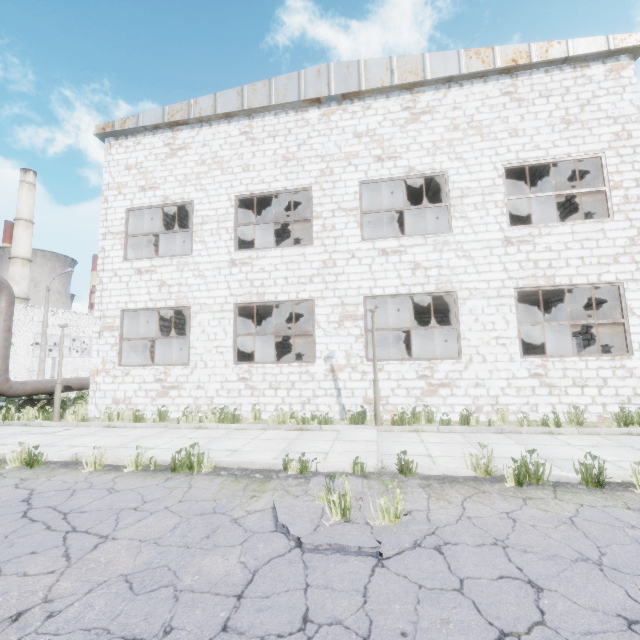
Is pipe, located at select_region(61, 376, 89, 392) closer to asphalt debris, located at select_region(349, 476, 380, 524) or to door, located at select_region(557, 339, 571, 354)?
asphalt debris, located at select_region(349, 476, 380, 524)

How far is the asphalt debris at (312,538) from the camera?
3.2 meters

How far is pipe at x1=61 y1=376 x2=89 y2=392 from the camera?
13.87m

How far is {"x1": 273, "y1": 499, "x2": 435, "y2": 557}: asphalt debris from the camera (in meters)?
3.16

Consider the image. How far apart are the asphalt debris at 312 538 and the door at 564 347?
14.0m

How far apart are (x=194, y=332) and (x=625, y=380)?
13.2m

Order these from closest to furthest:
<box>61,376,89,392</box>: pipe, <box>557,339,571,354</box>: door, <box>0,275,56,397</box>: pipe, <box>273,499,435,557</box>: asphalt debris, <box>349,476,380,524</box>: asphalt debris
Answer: <box>273,499,435,557</box>: asphalt debris, <box>349,476,380,524</box>: asphalt debris, <box>0,275,56,397</box>: pipe, <box>61,376,89,392</box>: pipe, <box>557,339,571,354</box>: door

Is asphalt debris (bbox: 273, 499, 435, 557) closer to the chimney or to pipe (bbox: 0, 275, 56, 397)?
pipe (bbox: 0, 275, 56, 397)
